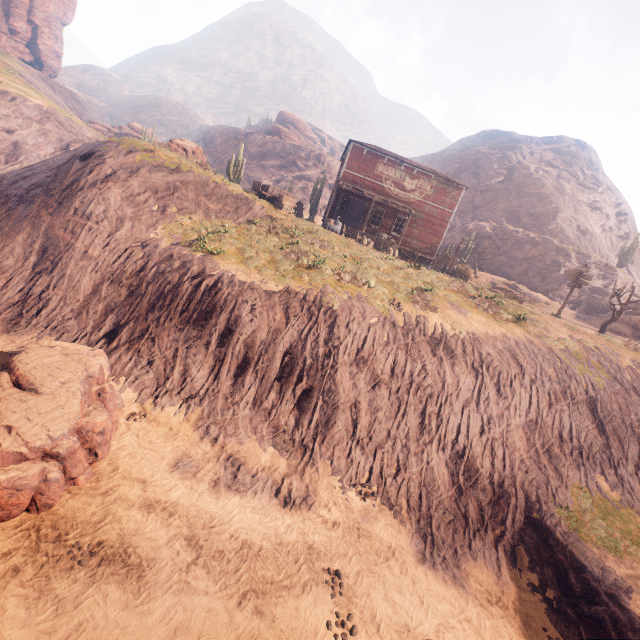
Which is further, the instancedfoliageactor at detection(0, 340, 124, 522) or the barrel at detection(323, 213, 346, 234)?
the barrel at detection(323, 213, 346, 234)

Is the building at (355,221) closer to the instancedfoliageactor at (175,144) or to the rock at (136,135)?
the instancedfoliageactor at (175,144)

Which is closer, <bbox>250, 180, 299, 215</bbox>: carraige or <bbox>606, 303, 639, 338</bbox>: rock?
<bbox>250, 180, 299, 215</bbox>: carraige

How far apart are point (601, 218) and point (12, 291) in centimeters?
6945cm

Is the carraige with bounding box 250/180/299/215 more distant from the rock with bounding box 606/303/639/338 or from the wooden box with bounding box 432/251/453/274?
the rock with bounding box 606/303/639/338

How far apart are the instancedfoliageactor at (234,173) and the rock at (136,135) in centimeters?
3170cm

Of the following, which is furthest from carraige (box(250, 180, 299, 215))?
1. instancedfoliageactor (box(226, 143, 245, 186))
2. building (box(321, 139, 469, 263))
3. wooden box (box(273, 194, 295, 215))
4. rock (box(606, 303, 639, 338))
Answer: rock (box(606, 303, 639, 338))

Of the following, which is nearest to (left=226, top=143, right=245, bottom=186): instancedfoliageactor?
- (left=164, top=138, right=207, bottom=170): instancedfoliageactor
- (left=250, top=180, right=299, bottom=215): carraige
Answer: (left=164, top=138, right=207, bottom=170): instancedfoliageactor
